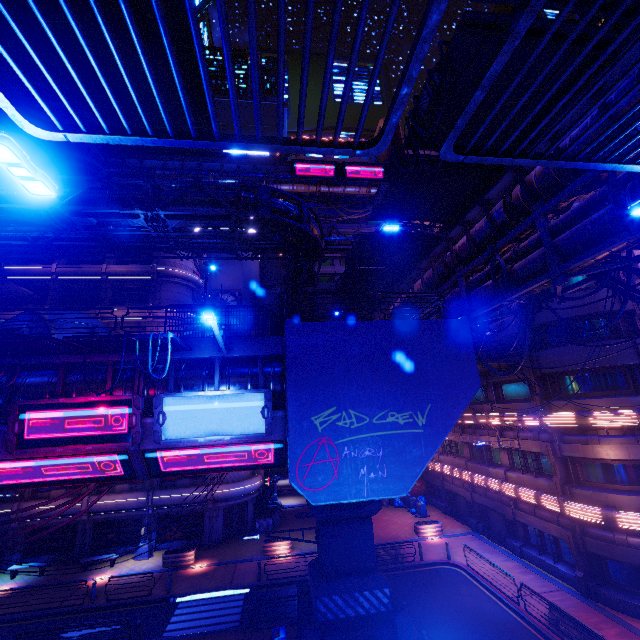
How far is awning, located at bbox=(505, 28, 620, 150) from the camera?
8.1m

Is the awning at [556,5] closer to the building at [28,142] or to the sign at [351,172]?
the building at [28,142]

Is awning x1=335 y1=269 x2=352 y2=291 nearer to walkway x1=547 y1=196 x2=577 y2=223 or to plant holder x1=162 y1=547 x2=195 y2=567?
walkway x1=547 y1=196 x2=577 y2=223

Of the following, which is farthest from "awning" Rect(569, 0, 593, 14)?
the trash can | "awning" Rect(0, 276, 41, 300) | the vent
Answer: the vent

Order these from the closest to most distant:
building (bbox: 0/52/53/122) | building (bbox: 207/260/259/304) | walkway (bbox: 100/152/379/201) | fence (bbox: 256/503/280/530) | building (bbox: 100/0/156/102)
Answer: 1. fence (bbox: 256/503/280/530)
2. building (bbox: 0/52/53/122)
3. building (bbox: 100/0/156/102)
4. building (bbox: 207/260/259/304)
5. walkway (bbox: 100/152/379/201)

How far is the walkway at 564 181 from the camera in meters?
10.9 m

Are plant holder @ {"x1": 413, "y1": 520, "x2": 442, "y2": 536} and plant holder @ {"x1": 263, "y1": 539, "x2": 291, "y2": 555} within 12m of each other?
yes

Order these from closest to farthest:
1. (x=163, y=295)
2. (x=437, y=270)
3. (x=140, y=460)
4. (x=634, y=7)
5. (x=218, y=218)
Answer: (x=634, y=7), (x=140, y=460), (x=437, y=270), (x=218, y=218), (x=163, y=295)
